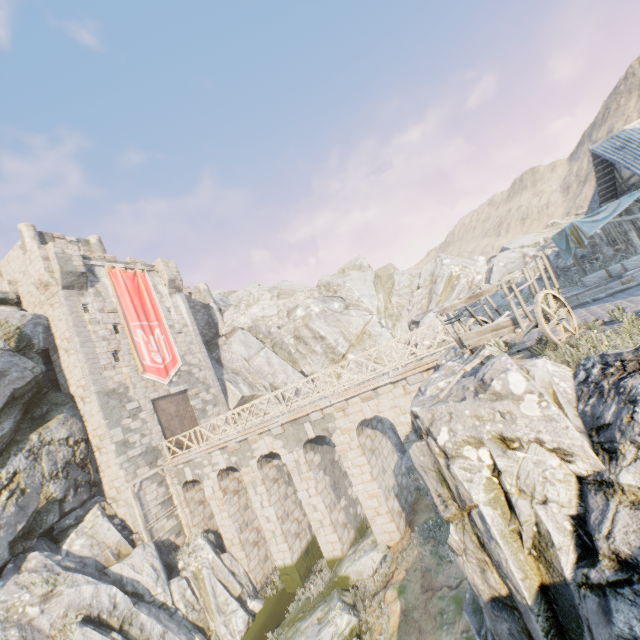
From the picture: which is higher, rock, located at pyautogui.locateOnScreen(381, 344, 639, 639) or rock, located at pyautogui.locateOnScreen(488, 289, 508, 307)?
rock, located at pyautogui.locateOnScreen(488, 289, 508, 307)

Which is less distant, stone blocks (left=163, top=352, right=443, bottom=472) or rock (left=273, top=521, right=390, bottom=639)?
rock (left=273, top=521, right=390, bottom=639)

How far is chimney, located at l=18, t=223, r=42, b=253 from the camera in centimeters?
2319cm

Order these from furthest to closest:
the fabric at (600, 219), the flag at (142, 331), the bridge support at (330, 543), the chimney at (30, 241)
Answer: the chimney at (30, 241), the flag at (142, 331), the fabric at (600, 219), the bridge support at (330, 543)

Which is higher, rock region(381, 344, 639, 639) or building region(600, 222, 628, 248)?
building region(600, 222, 628, 248)

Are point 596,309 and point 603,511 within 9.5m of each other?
yes

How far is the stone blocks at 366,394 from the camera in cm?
1298

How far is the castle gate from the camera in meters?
20.8
